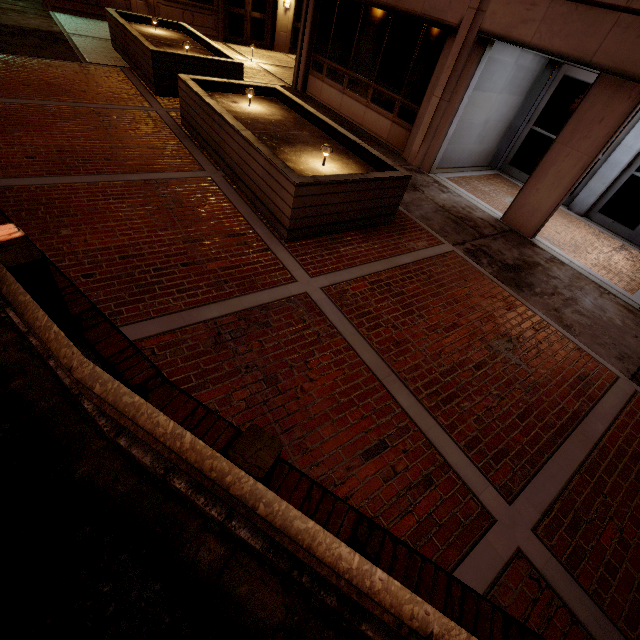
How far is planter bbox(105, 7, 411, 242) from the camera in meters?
5.1 m

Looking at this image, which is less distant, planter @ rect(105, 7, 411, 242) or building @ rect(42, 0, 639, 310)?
planter @ rect(105, 7, 411, 242)

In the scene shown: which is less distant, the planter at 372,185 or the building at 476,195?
the planter at 372,185

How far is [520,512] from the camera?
3.0m

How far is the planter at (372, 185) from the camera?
5.1m
